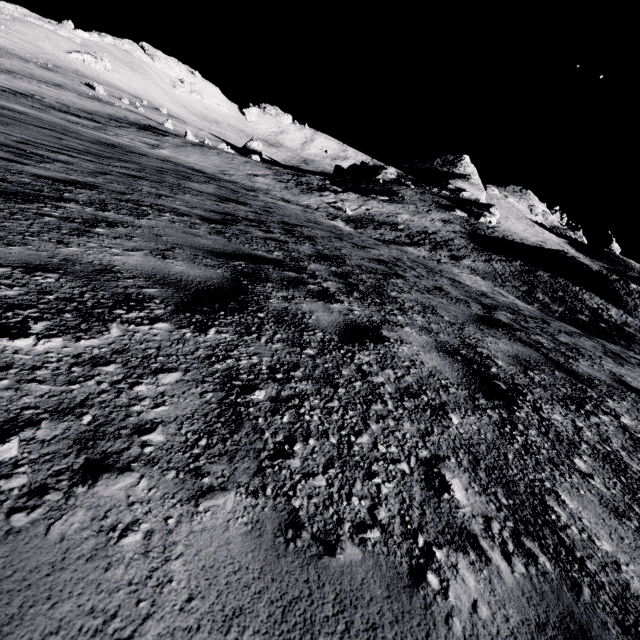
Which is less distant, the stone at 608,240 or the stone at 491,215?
the stone at 491,215

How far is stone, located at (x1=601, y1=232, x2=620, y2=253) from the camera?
58.84m

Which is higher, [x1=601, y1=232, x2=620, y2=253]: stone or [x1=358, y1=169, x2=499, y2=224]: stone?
[x1=601, y1=232, x2=620, y2=253]: stone

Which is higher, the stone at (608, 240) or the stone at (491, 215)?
the stone at (608, 240)

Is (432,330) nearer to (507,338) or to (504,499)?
(507,338)

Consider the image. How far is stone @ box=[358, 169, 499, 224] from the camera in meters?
44.9

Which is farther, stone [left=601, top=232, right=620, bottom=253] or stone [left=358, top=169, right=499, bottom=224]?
stone [left=601, top=232, right=620, bottom=253]
